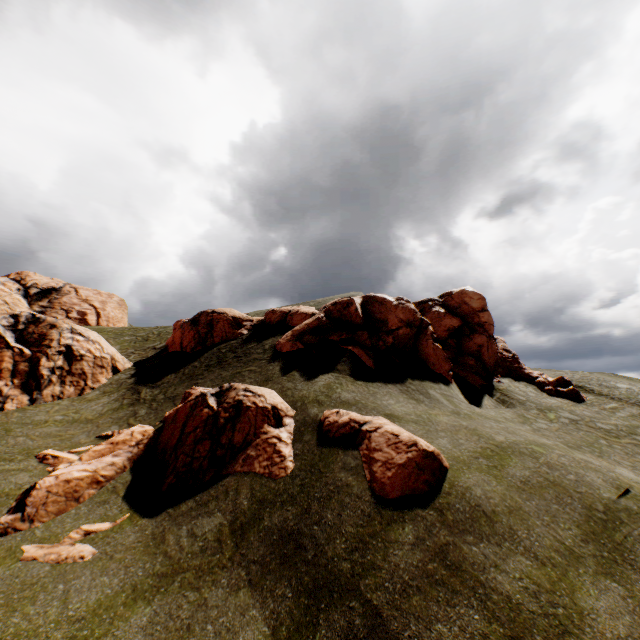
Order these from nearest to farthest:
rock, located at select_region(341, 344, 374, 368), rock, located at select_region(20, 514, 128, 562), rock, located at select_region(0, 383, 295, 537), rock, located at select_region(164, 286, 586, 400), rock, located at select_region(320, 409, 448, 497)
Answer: rock, located at select_region(20, 514, 128, 562) → rock, located at select_region(320, 409, 448, 497) → rock, located at select_region(0, 383, 295, 537) → rock, located at select_region(341, 344, 374, 368) → rock, located at select_region(164, 286, 586, 400)

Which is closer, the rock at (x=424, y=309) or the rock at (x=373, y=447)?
the rock at (x=373, y=447)

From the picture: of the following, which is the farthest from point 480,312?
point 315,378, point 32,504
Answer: point 32,504

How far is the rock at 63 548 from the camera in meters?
9.1 m

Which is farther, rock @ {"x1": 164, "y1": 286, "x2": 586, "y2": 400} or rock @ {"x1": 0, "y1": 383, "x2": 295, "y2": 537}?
rock @ {"x1": 164, "y1": 286, "x2": 586, "y2": 400}

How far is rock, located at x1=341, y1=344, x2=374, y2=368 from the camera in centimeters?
1825cm
